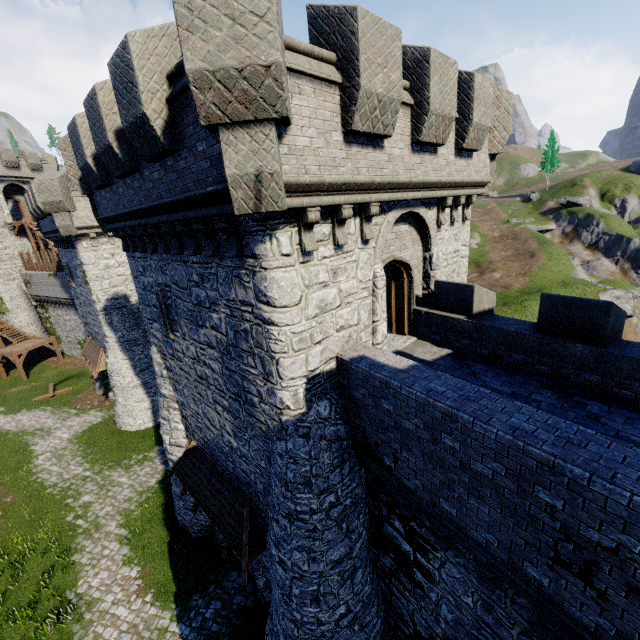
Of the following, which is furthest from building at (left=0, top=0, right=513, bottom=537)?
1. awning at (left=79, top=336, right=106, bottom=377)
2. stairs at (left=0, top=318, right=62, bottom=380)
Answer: stairs at (left=0, top=318, right=62, bottom=380)

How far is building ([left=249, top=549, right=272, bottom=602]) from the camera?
11.5 meters

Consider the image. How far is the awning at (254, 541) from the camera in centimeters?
995cm

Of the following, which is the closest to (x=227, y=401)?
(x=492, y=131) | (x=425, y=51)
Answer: (x=425, y=51)

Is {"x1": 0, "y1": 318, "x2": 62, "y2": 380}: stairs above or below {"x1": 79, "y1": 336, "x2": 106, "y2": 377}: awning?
below

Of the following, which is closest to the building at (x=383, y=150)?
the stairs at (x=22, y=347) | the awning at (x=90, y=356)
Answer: the awning at (x=90, y=356)

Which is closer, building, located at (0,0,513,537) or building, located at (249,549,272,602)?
building, located at (0,0,513,537)
